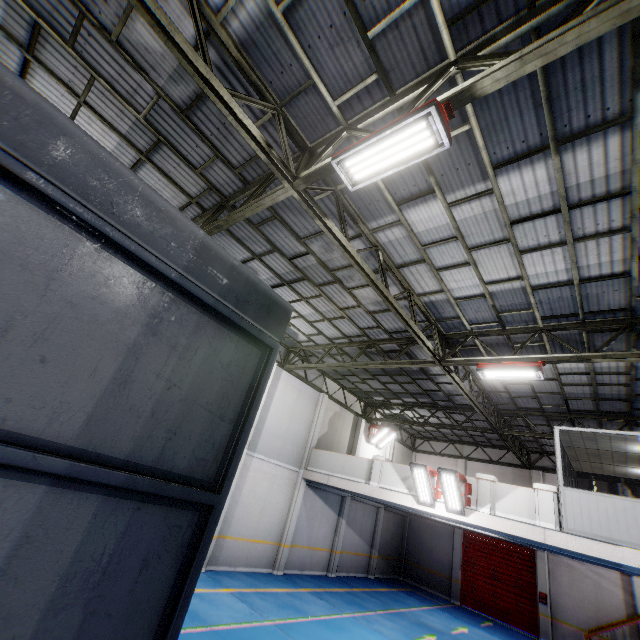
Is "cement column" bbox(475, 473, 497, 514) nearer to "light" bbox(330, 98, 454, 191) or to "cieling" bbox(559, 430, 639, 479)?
"cieling" bbox(559, 430, 639, 479)

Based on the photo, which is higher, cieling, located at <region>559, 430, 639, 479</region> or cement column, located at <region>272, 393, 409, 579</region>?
cieling, located at <region>559, 430, 639, 479</region>

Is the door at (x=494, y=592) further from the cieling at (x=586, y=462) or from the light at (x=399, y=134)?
the light at (x=399, y=134)

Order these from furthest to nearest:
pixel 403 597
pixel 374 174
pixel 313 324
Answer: pixel 403 597 → pixel 313 324 → pixel 374 174

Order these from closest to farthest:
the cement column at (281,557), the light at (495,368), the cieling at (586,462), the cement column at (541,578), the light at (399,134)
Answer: the light at (399,134) < the light at (495,368) < the cieling at (586,462) < the cement column at (281,557) < the cement column at (541,578)

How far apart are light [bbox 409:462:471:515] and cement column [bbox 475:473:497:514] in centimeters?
17cm

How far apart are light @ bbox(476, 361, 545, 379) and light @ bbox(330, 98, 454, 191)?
7.0 meters

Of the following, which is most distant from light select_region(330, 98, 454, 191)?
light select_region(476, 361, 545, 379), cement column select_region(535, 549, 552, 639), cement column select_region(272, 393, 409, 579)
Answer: cement column select_region(535, 549, 552, 639)
